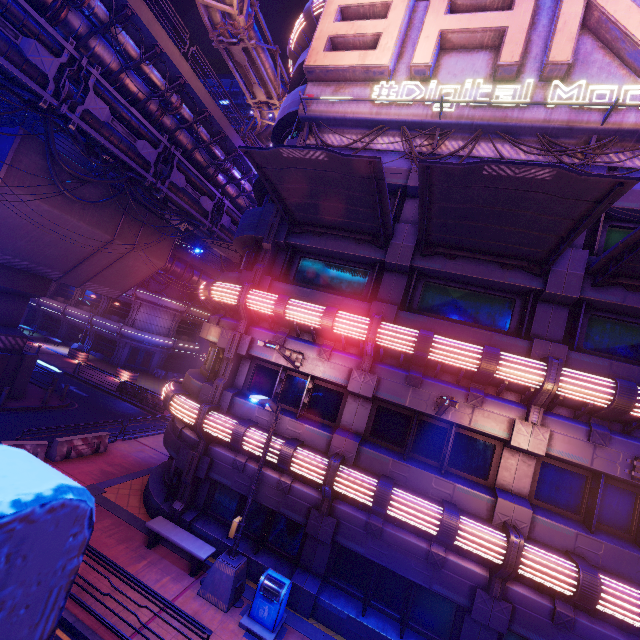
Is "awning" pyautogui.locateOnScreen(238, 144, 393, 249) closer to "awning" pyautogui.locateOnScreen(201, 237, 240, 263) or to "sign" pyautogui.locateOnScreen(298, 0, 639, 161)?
"sign" pyautogui.locateOnScreen(298, 0, 639, 161)

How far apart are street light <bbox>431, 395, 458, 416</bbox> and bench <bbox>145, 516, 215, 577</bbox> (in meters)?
8.37

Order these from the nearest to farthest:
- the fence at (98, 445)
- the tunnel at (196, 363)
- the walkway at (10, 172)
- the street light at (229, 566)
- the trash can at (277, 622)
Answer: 1. the trash can at (277, 622)
2. the street light at (229, 566)
3. the fence at (98, 445)
4. the walkway at (10, 172)
5. the tunnel at (196, 363)

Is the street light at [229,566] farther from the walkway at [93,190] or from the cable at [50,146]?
the walkway at [93,190]

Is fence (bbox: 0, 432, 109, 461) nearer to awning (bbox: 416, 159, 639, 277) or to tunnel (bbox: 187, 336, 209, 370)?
awning (bbox: 416, 159, 639, 277)

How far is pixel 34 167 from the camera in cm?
1516

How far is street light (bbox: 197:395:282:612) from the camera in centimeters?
928cm

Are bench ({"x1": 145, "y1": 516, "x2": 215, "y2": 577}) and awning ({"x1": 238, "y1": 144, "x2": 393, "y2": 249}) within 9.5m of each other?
no
